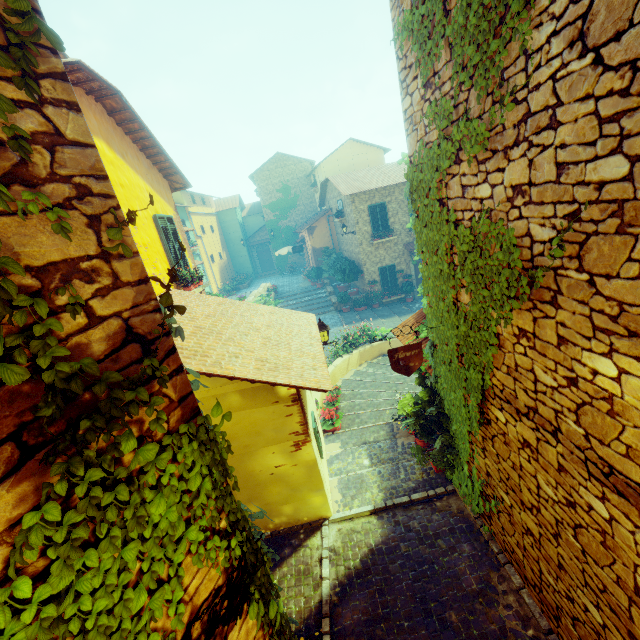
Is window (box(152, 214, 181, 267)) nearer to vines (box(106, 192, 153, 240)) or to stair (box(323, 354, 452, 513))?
vines (box(106, 192, 153, 240))

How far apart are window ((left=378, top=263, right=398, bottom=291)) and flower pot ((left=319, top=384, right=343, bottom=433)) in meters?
12.7 m

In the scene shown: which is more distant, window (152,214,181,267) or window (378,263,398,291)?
window (378,263,398,291)

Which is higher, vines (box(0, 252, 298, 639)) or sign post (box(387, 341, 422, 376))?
vines (box(0, 252, 298, 639))

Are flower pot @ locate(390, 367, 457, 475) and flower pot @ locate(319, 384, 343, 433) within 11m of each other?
yes

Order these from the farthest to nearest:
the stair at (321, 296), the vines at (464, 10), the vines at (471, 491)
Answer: the stair at (321, 296) < the vines at (471, 491) < the vines at (464, 10)

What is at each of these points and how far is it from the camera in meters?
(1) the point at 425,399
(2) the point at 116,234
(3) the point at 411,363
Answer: Result:
(1) flower pot, 5.6 m
(2) vines, 1.4 m
(3) sign post, 4.7 m

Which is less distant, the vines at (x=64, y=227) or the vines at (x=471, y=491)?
the vines at (x=64, y=227)
